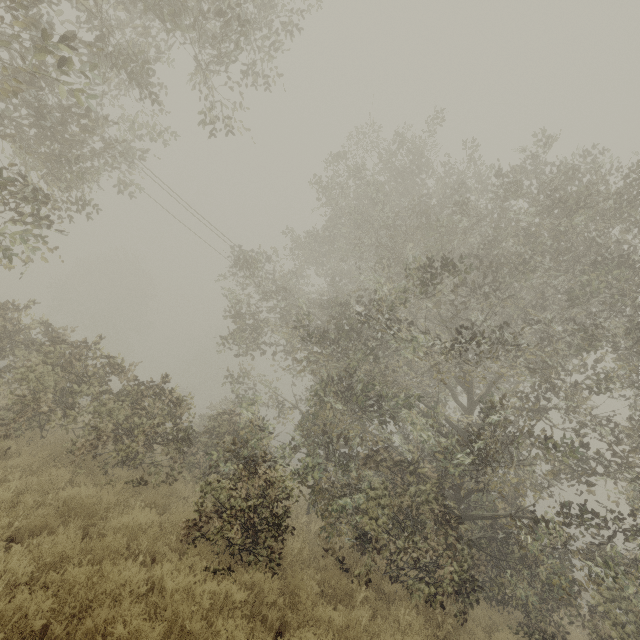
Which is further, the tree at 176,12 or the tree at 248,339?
the tree at 248,339

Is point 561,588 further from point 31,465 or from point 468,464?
point 31,465

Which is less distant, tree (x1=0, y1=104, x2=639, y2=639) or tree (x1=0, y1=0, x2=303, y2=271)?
tree (x1=0, y1=0, x2=303, y2=271)
